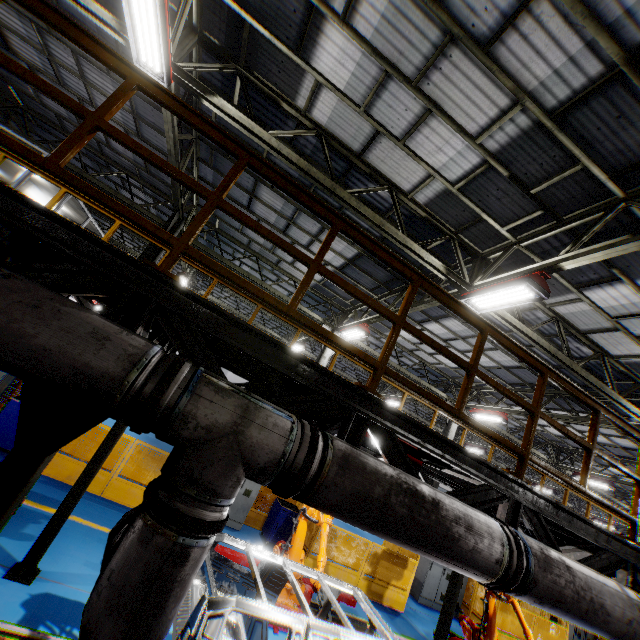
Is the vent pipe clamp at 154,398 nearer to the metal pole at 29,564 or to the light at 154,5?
the metal pole at 29,564

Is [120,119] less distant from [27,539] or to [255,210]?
[255,210]

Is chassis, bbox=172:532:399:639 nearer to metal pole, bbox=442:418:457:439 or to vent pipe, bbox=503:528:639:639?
vent pipe, bbox=503:528:639:639

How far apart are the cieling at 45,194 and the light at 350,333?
10.9 meters

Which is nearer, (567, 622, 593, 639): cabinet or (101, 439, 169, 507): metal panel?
(101, 439, 169, 507): metal panel

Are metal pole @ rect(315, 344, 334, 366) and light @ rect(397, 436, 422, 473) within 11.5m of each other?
yes

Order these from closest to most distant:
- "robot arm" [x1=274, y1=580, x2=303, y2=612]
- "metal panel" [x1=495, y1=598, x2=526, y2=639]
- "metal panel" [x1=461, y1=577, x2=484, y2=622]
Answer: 1. "robot arm" [x1=274, y1=580, x2=303, y2=612]
2. "metal panel" [x1=495, y1=598, x2=526, y2=639]
3. "metal panel" [x1=461, y1=577, x2=484, y2=622]

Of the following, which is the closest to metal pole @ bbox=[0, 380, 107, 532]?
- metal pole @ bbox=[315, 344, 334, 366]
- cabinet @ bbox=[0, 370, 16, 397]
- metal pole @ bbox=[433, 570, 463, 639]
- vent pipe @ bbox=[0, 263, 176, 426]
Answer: vent pipe @ bbox=[0, 263, 176, 426]
